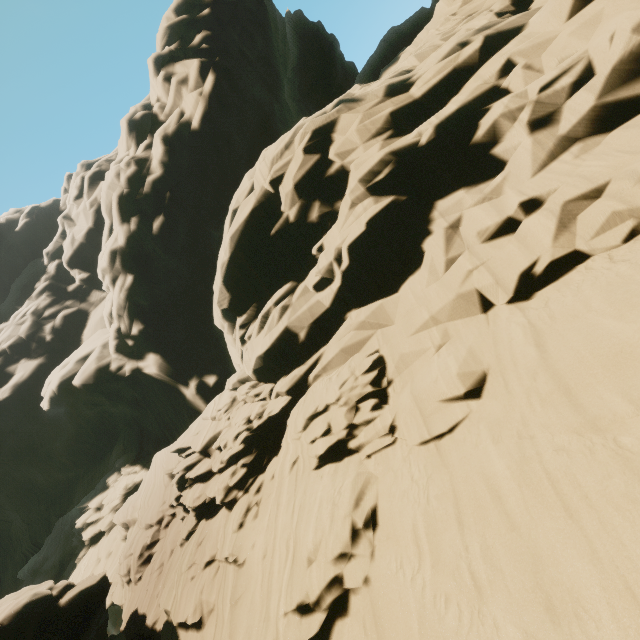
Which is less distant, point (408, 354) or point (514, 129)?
point (514, 129)
